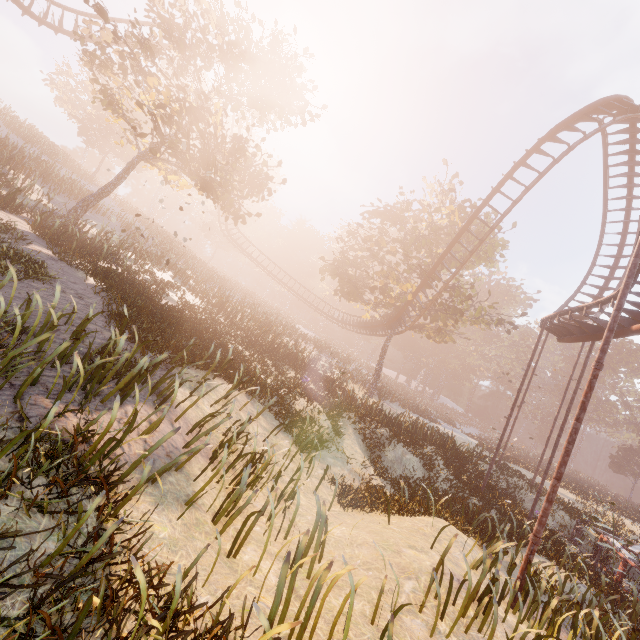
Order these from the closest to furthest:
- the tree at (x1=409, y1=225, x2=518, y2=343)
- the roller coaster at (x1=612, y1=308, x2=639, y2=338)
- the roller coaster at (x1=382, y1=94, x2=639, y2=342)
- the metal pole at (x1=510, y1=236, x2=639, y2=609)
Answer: the metal pole at (x1=510, y1=236, x2=639, y2=609), the roller coaster at (x1=612, y1=308, x2=639, y2=338), the roller coaster at (x1=382, y1=94, x2=639, y2=342), the tree at (x1=409, y1=225, x2=518, y2=343)

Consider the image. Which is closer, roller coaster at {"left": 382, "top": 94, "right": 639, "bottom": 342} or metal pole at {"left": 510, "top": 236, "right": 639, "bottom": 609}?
metal pole at {"left": 510, "top": 236, "right": 639, "bottom": 609}

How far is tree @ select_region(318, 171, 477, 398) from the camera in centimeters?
2486cm

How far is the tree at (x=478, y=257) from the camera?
24.39m

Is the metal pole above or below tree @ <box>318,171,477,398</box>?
below

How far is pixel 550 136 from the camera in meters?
17.5 m

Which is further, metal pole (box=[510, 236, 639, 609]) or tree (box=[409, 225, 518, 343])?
tree (box=[409, 225, 518, 343])

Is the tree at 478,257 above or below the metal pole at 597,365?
above
